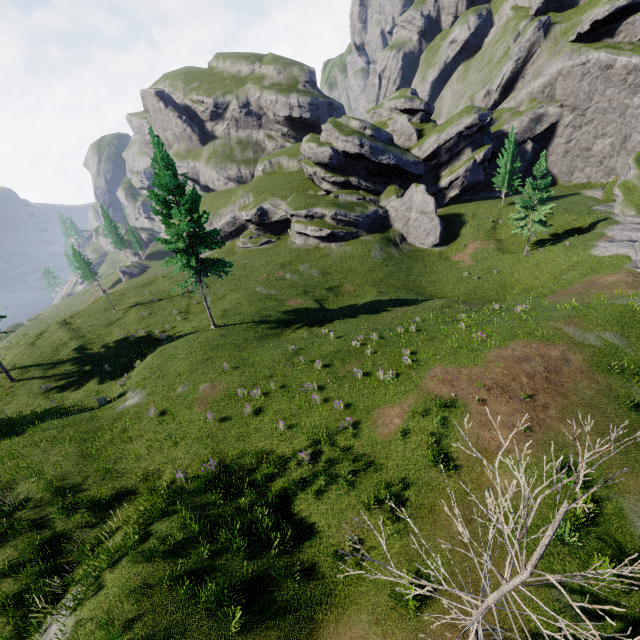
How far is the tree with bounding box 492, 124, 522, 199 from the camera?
43.53m

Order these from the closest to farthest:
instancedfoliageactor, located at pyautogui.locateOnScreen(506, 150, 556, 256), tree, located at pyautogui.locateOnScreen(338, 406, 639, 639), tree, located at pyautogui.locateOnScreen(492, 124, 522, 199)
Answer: Result:
tree, located at pyautogui.locateOnScreen(338, 406, 639, 639)
instancedfoliageactor, located at pyautogui.locateOnScreen(506, 150, 556, 256)
tree, located at pyautogui.locateOnScreen(492, 124, 522, 199)

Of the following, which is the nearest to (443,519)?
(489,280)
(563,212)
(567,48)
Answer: (489,280)

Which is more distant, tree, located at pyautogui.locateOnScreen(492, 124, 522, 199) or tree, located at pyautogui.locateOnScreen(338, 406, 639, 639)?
tree, located at pyautogui.locateOnScreen(492, 124, 522, 199)

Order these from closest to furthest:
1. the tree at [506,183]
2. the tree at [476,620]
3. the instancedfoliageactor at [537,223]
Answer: the tree at [476,620], the instancedfoliageactor at [537,223], the tree at [506,183]

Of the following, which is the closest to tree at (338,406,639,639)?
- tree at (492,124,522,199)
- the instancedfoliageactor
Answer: the instancedfoliageactor

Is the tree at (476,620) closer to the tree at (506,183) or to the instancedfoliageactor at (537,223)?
the instancedfoliageactor at (537,223)
